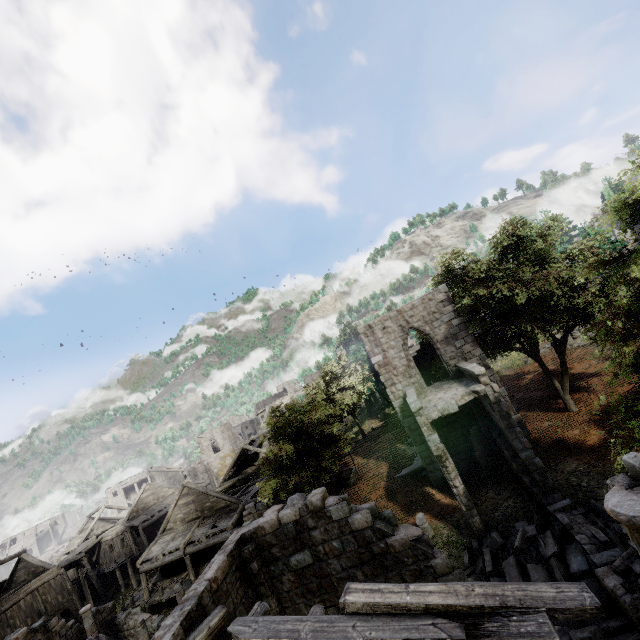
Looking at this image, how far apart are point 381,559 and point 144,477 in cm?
6502

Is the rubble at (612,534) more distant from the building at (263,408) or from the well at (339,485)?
the well at (339,485)

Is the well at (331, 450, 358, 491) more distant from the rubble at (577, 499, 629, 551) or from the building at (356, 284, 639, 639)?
the rubble at (577, 499, 629, 551)

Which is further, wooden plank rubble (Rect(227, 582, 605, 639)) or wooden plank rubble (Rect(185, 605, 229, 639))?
wooden plank rubble (Rect(185, 605, 229, 639))

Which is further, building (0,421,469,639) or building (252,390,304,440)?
building (252,390,304,440)

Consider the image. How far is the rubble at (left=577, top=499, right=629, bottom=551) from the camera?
10.10m

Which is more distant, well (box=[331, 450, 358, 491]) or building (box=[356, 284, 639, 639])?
well (box=[331, 450, 358, 491])

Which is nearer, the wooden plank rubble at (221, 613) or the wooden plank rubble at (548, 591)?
the wooden plank rubble at (548, 591)
